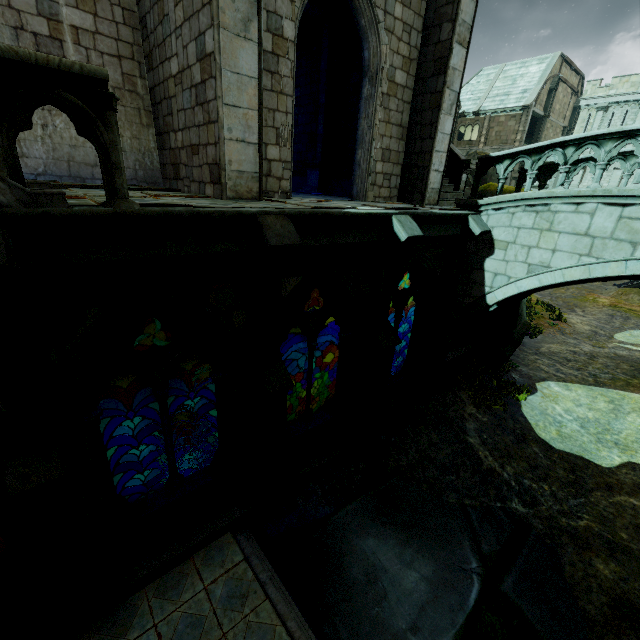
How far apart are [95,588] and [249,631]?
2.44m

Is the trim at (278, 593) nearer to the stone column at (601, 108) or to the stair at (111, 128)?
the stair at (111, 128)

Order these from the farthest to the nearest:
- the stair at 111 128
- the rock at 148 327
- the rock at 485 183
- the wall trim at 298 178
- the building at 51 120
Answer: the rock at 148 327, the wall trim at 298 178, the rock at 485 183, the building at 51 120, the stair at 111 128

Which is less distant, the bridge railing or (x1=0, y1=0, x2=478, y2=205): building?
(x1=0, y1=0, x2=478, y2=205): building

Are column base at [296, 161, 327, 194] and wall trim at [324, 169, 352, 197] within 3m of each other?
yes

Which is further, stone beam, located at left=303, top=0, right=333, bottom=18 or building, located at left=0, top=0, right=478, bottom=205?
stone beam, located at left=303, top=0, right=333, bottom=18

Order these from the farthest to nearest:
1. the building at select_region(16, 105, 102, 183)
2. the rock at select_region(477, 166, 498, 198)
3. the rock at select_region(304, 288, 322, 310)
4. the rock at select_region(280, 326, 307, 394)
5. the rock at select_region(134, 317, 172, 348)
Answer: the rock at select_region(280, 326, 307, 394), the rock at select_region(304, 288, 322, 310), the rock at select_region(134, 317, 172, 348), the rock at select_region(477, 166, 498, 198), the building at select_region(16, 105, 102, 183)

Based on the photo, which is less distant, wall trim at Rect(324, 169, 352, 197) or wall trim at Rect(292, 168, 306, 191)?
wall trim at Rect(324, 169, 352, 197)
